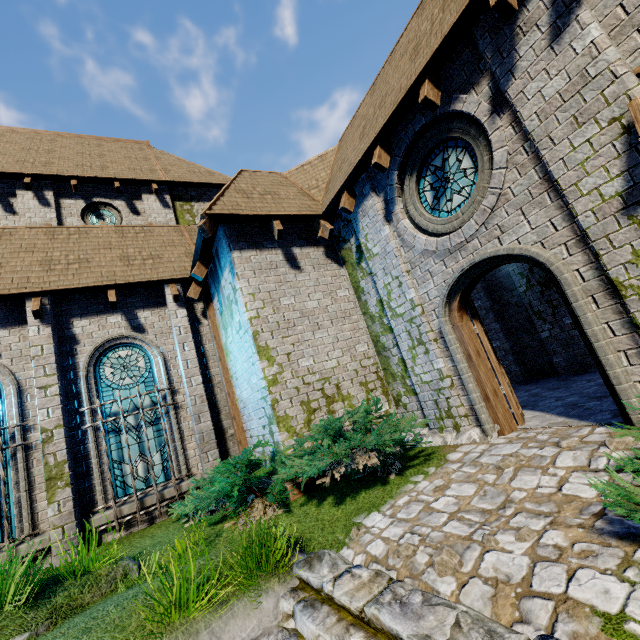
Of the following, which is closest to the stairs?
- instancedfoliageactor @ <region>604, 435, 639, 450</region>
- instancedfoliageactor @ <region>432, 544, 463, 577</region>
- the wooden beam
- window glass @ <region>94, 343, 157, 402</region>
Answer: instancedfoliageactor @ <region>432, 544, 463, 577</region>

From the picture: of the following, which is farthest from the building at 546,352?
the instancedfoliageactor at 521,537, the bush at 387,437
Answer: the instancedfoliageactor at 521,537

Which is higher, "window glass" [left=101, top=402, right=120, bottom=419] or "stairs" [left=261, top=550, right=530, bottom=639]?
"window glass" [left=101, top=402, right=120, bottom=419]

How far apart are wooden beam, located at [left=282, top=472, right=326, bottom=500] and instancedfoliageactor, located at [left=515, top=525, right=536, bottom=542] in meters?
4.0 m

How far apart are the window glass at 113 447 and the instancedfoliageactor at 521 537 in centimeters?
764cm

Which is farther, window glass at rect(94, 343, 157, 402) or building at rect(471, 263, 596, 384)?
building at rect(471, 263, 596, 384)

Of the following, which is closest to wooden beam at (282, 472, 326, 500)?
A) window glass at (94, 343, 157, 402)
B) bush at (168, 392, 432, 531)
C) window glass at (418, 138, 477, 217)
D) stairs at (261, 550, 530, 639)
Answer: bush at (168, 392, 432, 531)

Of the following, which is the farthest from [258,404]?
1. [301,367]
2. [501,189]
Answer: [501,189]
